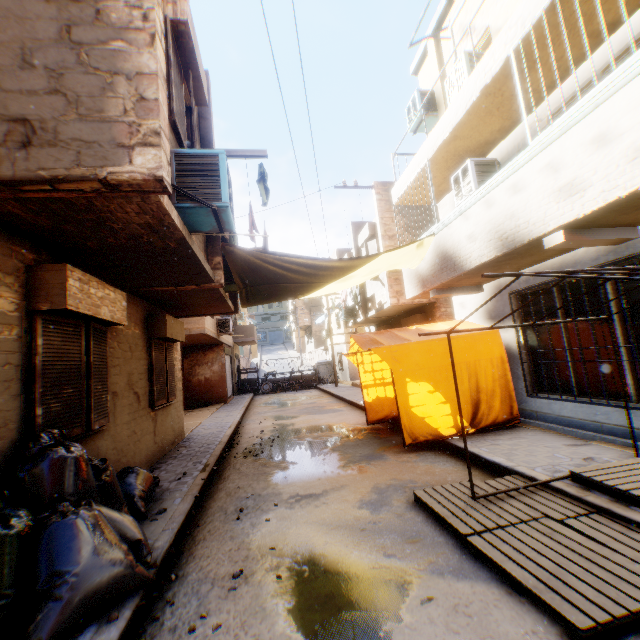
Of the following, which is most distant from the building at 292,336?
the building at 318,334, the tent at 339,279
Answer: the building at 318,334

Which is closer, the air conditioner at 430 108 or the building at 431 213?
the building at 431 213

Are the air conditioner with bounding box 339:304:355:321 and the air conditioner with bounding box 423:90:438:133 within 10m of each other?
yes

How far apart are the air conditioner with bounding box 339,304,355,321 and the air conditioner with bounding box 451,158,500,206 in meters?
9.8

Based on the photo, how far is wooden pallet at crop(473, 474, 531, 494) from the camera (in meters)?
4.32

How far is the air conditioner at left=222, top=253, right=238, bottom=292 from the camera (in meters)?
7.85

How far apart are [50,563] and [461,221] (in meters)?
7.68

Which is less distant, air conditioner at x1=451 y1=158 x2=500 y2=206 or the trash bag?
the trash bag
